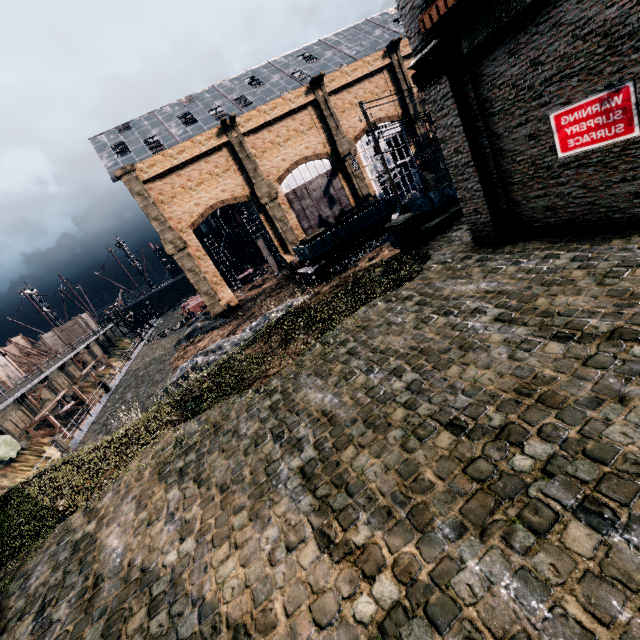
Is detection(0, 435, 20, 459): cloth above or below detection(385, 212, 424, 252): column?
below

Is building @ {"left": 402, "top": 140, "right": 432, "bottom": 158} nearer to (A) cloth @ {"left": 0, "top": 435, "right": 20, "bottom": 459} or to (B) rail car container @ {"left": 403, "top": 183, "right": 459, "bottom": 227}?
(B) rail car container @ {"left": 403, "top": 183, "right": 459, "bottom": 227}

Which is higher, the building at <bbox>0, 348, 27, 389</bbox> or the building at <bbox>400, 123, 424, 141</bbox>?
the building at <bbox>400, 123, 424, 141</bbox>

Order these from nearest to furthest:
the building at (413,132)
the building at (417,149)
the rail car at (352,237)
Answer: Result:
1. the rail car at (352,237)
2. the building at (413,132)
3. the building at (417,149)

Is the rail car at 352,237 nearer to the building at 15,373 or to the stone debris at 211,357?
the stone debris at 211,357

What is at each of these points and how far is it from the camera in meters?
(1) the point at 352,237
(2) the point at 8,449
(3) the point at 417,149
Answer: (1) rail car, 32.1
(2) cloth, 30.1
(3) building, 45.6

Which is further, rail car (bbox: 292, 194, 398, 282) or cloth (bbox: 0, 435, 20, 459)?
rail car (bbox: 292, 194, 398, 282)

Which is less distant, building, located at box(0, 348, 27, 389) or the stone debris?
the stone debris
